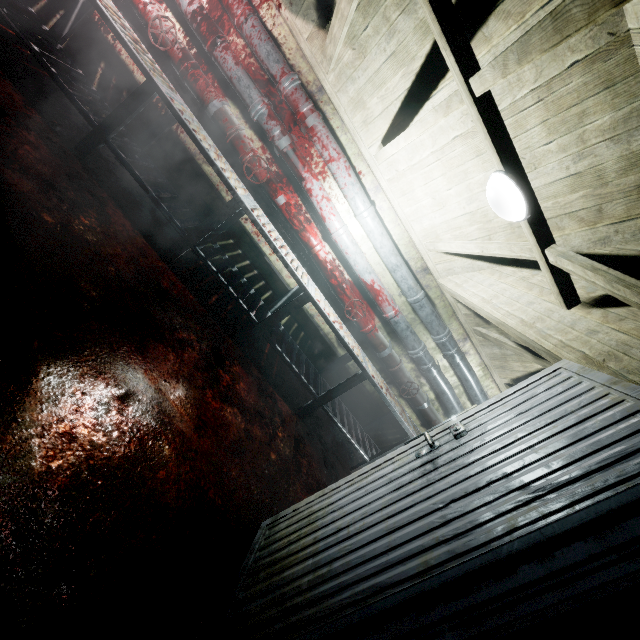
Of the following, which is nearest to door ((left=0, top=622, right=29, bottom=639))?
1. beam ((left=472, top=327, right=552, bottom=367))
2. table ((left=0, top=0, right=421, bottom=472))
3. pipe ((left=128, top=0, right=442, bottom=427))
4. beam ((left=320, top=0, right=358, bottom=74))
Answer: beam ((left=320, top=0, right=358, bottom=74))

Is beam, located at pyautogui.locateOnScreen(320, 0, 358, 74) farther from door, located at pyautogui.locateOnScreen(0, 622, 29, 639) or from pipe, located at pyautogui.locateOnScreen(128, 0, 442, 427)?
pipe, located at pyautogui.locateOnScreen(128, 0, 442, 427)

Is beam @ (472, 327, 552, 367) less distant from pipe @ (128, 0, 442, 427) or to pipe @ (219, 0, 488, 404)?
pipe @ (219, 0, 488, 404)

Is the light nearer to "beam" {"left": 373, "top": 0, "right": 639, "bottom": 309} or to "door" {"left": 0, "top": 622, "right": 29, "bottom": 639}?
"beam" {"left": 373, "top": 0, "right": 639, "bottom": 309}

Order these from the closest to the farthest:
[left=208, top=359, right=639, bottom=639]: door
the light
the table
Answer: [left=208, top=359, right=639, bottom=639]: door
the light
the table

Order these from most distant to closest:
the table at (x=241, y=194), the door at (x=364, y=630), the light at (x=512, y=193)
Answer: the table at (x=241, y=194)
the light at (x=512, y=193)
the door at (x=364, y=630)

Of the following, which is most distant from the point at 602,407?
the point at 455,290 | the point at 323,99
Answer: the point at 323,99

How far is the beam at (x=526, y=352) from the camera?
2.9m
